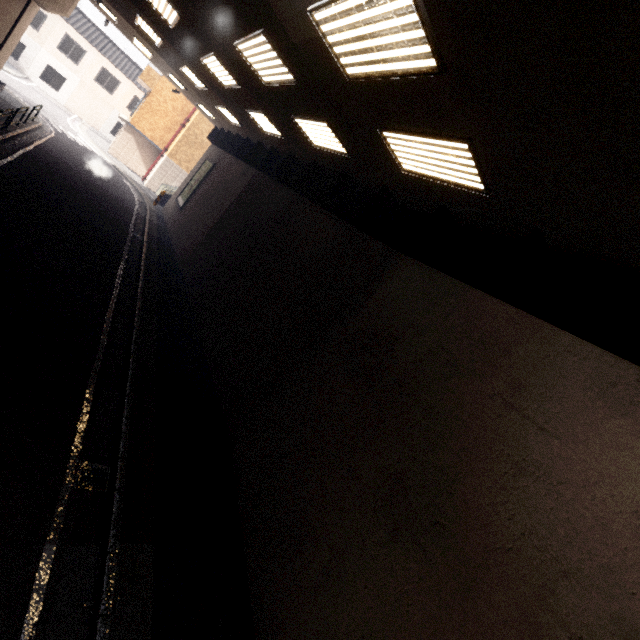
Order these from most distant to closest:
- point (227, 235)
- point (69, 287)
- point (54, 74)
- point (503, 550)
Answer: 1. point (54, 74)
2. point (227, 235)
3. point (69, 287)
4. point (503, 550)

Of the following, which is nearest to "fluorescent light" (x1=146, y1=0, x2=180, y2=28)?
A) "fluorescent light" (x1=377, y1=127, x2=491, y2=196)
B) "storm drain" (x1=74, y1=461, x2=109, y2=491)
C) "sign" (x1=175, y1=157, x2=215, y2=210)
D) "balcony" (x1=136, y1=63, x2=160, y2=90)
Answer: "fluorescent light" (x1=377, y1=127, x2=491, y2=196)

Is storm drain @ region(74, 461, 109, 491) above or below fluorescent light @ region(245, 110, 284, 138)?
below

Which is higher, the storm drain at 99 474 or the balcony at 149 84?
the balcony at 149 84

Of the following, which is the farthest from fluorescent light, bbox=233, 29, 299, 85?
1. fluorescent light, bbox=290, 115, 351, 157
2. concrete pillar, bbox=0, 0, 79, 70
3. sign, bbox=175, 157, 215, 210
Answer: sign, bbox=175, 157, 215, 210

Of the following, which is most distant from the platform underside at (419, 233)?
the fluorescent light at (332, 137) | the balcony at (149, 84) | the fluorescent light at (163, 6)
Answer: the balcony at (149, 84)

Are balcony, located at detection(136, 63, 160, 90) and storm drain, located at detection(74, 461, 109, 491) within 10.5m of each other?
no

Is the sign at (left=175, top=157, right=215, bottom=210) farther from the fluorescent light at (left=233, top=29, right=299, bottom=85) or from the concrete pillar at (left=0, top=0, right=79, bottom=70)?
the fluorescent light at (left=233, top=29, right=299, bottom=85)
